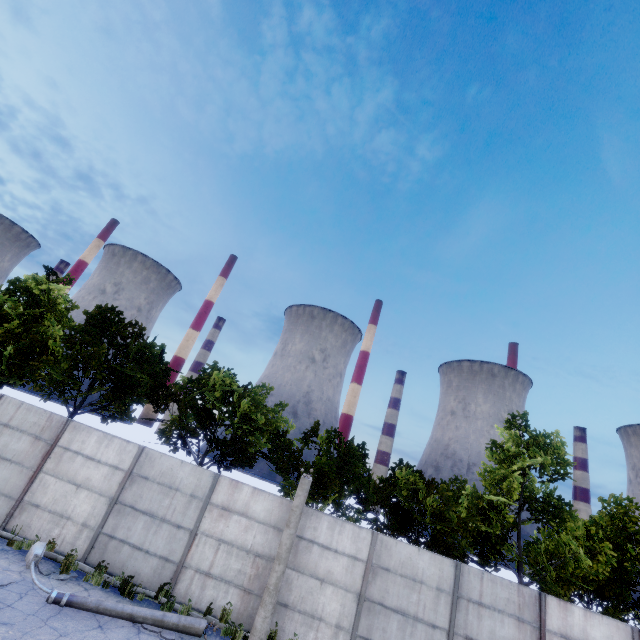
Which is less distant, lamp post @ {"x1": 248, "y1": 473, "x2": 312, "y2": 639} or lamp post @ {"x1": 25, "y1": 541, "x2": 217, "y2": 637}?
→ lamp post @ {"x1": 25, "y1": 541, "x2": 217, "y2": 637}

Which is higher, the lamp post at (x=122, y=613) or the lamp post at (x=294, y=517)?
the lamp post at (x=294, y=517)

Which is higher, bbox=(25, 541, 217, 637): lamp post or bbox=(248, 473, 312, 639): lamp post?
bbox=(248, 473, 312, 639): lamp post

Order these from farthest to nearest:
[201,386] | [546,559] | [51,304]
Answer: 1. [51,304]
2. [201,386]
3. [546,559]

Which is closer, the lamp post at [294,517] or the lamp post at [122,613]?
the lamp post at [122,613]
